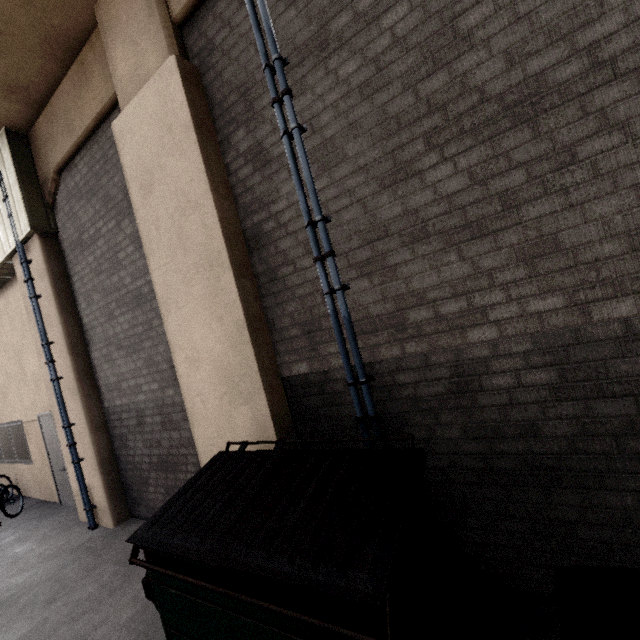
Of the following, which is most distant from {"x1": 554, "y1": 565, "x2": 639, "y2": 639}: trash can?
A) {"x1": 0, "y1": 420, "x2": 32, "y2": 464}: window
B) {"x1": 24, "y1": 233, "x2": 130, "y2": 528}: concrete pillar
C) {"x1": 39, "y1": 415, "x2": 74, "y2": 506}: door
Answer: {"x1": 0, "y1": 420, "x2": 32, "y2": 464}: window

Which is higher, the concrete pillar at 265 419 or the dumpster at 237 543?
the concrete pillar at 265 419

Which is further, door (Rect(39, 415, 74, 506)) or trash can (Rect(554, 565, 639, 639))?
door (Rect(39, 415, 74, 506))

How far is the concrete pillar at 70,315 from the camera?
5.5m

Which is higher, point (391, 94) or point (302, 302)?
point (391, 94)

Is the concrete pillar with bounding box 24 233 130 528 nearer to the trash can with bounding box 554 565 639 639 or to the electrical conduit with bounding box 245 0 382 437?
the electrical conduit with bounding box 245 0 382 437

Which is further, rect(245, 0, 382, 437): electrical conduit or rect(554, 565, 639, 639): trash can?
rect(245, 0, 382, 437): electrical conduit

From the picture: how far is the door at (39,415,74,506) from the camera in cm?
695
